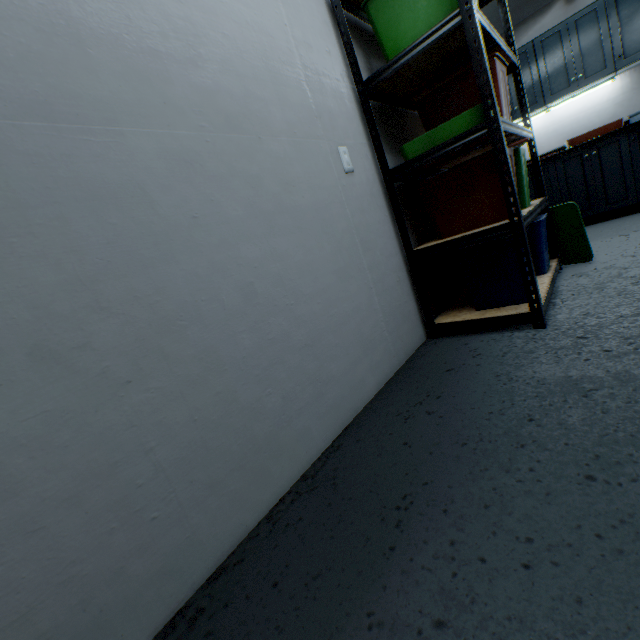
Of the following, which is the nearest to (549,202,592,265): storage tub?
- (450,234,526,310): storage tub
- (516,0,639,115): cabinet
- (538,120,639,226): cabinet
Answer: (450,234,526,310): storage tub

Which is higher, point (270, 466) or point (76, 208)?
point (76, 208)

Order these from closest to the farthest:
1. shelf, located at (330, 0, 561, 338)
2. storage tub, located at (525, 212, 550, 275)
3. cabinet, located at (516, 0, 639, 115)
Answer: shelf, located at (330, 0, 561, 338) < storage tub, located at (525, 212, 550, 275) < cabinet, located at (516, 0, 639, 115)

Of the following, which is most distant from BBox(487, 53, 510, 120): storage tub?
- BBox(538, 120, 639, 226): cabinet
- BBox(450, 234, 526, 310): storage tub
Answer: BBox(538, 120, 639, 226): cabinet

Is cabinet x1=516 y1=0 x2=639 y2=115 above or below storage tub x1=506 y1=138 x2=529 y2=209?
above

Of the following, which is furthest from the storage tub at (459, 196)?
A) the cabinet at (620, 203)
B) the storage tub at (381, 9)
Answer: the cabinet at (620, 203)

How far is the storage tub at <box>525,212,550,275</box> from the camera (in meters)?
2.07

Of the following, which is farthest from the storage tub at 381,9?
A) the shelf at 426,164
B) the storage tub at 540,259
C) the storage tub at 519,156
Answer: the storage tub at 540,259
